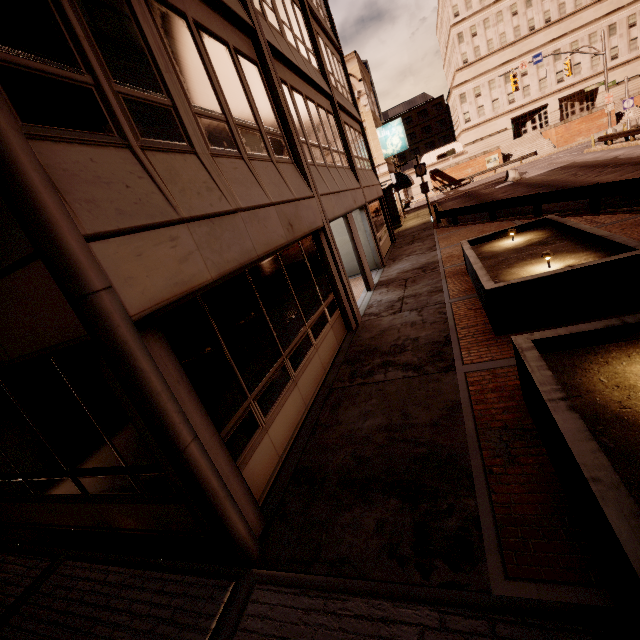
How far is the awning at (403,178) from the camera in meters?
26.5

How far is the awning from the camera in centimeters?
2653cm

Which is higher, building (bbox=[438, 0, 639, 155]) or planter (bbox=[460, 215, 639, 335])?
building (bbox=[438, 0, 639, 155])

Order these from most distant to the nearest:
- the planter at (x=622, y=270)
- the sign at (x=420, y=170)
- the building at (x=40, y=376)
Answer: the sign at (x=420, y=170)
the planter at (x=622, y=270)
the building at (x=40, y=376)

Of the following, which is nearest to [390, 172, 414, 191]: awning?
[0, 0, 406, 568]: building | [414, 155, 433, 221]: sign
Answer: [0, 0, 406, 568]: building

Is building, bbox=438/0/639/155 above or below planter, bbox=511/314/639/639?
above

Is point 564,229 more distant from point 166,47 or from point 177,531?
point 177,531

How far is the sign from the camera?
22.73m
